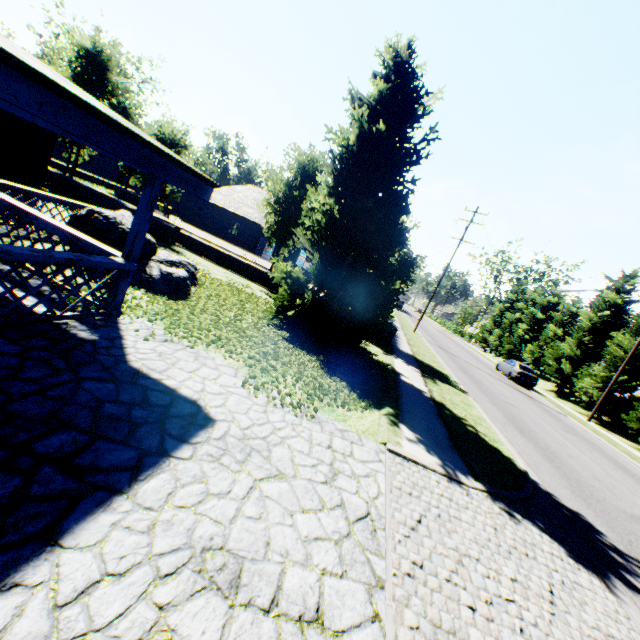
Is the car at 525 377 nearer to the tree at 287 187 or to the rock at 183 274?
the tree at 287 187

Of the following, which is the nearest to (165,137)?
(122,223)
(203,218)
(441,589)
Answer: (122,223)

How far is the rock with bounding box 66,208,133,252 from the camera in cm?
766

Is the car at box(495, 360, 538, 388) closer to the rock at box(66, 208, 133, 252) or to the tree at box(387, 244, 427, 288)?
the tree at box(387, 244, 427, 288)

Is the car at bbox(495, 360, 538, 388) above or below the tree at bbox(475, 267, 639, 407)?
below

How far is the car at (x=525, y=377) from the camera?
25.8m

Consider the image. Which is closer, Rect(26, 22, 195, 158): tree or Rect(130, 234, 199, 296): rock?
Rect(130, 234, 199, 296): rock
